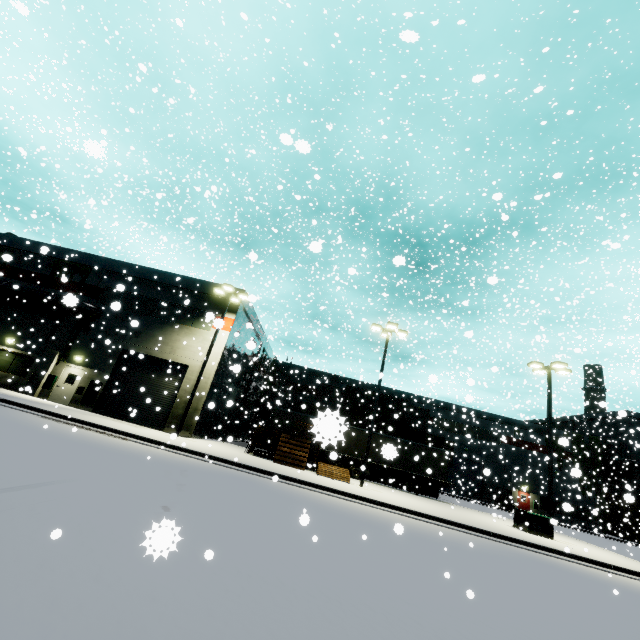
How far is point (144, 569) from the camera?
3.9 meters

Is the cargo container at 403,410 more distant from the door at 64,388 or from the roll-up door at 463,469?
the door at 64,388

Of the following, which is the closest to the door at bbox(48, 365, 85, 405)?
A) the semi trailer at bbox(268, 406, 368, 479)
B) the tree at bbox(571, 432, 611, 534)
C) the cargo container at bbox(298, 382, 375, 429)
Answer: the semi trailer at bbox(268, 406, 368, 479)

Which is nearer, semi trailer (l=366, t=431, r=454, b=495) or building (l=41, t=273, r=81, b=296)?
semi trailer (l=366, t=431, r=454, b=495)

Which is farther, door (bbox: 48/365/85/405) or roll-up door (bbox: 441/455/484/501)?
roll-up door (bbox: 441/455/484/501)

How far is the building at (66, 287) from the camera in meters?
24.2 m

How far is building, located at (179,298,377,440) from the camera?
21.41m

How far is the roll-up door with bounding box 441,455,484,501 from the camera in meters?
39.7
